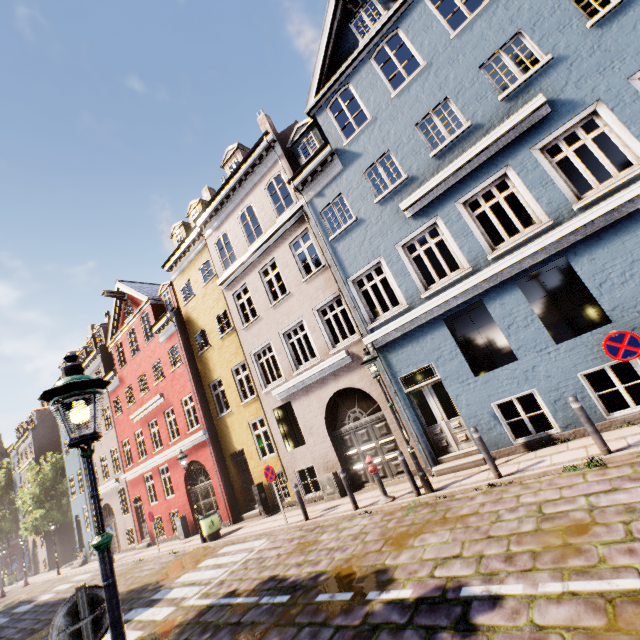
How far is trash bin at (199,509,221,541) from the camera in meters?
12.9

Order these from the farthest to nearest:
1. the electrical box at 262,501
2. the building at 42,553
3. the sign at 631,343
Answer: the building at 42,553, the electrical box at 262,501, the sign at 631,343

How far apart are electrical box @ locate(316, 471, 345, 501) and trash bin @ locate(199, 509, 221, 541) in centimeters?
509cm

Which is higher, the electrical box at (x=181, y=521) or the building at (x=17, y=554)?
the building at (x=17, y=554)

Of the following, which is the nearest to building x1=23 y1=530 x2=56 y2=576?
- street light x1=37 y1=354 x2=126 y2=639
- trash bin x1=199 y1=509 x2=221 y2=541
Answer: trash bin x1=199 y1=509 x2=221 y2=541

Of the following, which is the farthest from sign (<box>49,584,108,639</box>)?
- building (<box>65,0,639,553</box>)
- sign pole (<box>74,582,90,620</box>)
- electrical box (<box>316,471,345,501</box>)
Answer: electrical box (<box>316,471,345,501</box>)

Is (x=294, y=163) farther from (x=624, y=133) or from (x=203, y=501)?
(x=203, y=501)

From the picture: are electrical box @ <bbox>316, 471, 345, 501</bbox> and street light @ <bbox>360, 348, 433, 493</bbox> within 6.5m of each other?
yes
